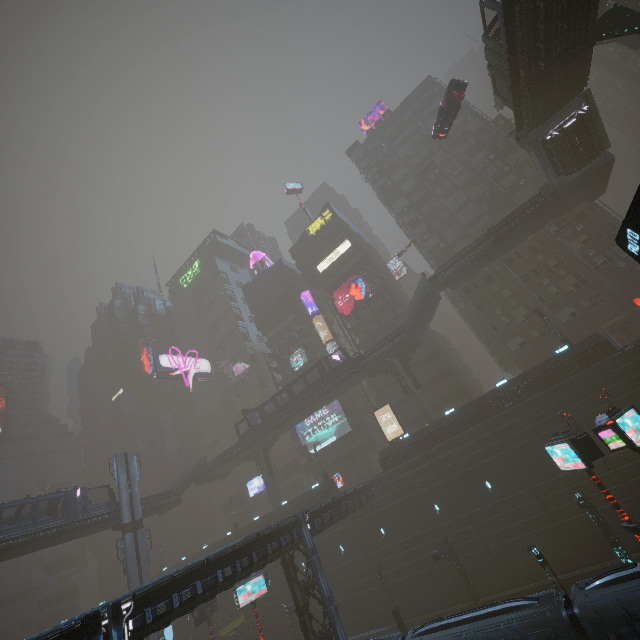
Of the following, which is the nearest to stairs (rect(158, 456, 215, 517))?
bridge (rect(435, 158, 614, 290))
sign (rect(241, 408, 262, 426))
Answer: sign (rect(241, 408, 262, 426))

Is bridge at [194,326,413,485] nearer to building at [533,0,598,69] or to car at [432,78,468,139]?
building at [533,0,598,69]

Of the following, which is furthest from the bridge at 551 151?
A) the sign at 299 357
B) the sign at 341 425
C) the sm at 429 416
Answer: the sign at 299 357

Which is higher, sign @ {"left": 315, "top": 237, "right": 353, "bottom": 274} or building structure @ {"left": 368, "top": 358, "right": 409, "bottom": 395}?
sign @ {"left": 315, "top": 237, "right": 353, "bottom": 274}

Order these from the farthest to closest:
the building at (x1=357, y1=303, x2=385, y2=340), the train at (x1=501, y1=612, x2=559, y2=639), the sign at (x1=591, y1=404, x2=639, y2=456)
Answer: the building at (x1=357, y1=303, x2=385, y2=340) < the sign at (x1=591, y1=404, x2=639, y2=456) < the train at (x1=501, y1=612, x2=559, y2=639)

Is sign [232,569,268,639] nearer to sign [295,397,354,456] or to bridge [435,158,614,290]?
sign [295,397,354,456]

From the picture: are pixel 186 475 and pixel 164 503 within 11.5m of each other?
yes

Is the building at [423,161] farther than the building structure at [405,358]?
Yes
